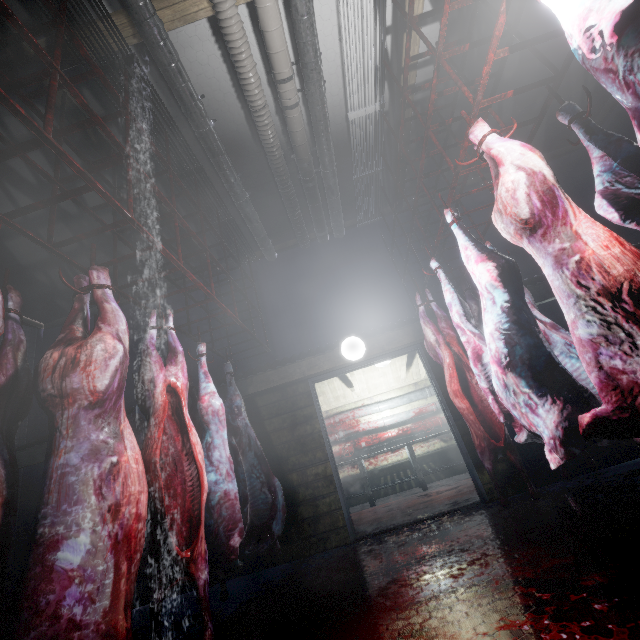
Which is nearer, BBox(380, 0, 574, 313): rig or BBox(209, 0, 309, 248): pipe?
BBox(380, 0, 574, 313): rig

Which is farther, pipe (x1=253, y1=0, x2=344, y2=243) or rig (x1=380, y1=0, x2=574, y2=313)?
pipe (x1=253, y1=0, x2=344, y2=243)

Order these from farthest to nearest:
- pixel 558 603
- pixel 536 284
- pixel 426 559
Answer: pixel 536 284 < pixel 426 559 < pixel 558 603

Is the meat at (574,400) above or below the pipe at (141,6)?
below

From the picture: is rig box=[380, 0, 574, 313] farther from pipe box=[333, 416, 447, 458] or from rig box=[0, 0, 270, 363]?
pipe box=[333, 416, 447, 458]

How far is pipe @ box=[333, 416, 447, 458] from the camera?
6.75m

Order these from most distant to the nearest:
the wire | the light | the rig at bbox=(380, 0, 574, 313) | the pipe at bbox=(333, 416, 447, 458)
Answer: the pipe at bbox=(333, 416, 447, 458) < the light < the wire < the rig at bbox=(380, 0, 574, 313)

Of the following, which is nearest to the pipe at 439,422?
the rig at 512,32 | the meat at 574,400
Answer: the rig at 512,32
